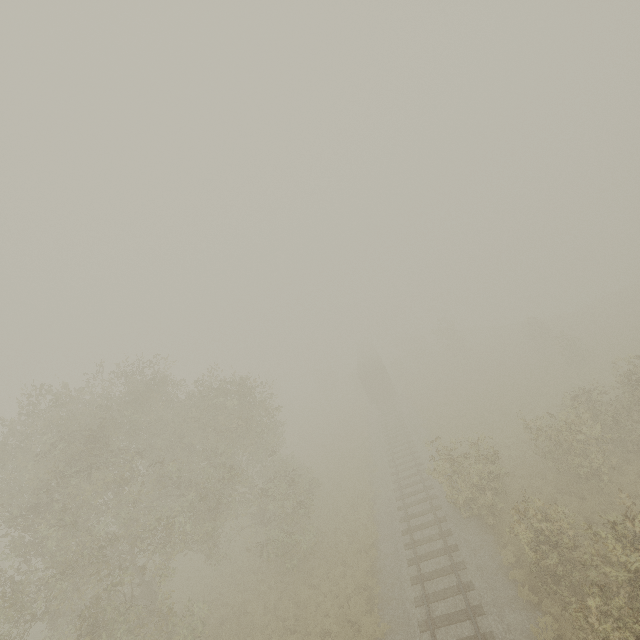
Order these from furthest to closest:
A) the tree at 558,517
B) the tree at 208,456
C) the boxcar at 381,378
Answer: the boxcar at 381,378
the tree at 208,456
the tree at 558,517

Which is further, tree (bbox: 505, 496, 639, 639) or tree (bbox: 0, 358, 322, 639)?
tree (bbox: 0, 358, 322, 639)

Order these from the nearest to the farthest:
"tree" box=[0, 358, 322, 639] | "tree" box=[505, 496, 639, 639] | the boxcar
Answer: "tree" box=[505, 496, 639, 639], "tree" box=[0, 358, 322, 639], the boxcar

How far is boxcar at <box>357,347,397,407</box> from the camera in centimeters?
3791cm

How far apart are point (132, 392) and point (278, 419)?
37.91m

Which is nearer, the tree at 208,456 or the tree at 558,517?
the tree at 558,517

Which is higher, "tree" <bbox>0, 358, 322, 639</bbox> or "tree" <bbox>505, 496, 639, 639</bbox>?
"tree" <bbox>0, 358, 322, 639</bbox>

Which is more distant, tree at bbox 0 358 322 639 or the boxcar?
the boxcar
